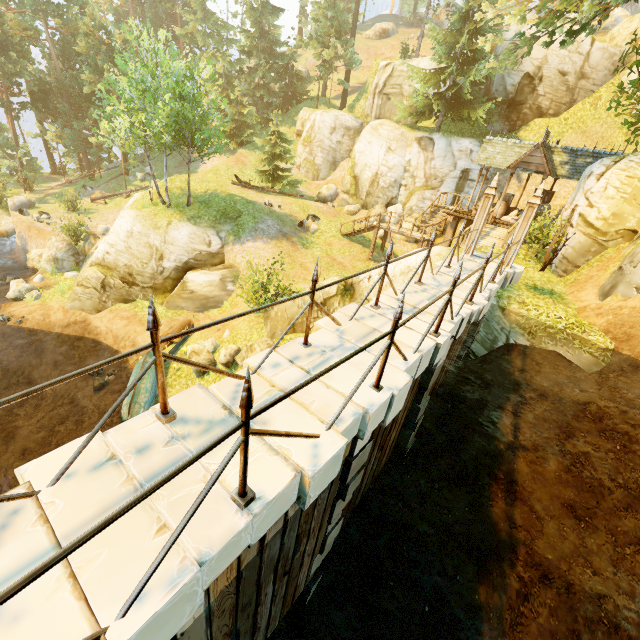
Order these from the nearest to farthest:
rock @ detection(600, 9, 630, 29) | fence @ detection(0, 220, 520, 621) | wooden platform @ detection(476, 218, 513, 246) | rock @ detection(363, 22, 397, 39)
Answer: fence @ detection(0, 220, 520, 621) → wooden platform @ detection(476, 218, 513, 246) → rock @ detection(600, 9, 630, 29) → rock @ detection(363, 22, 397, 39)

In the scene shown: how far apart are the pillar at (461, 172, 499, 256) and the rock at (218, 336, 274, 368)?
7.44m

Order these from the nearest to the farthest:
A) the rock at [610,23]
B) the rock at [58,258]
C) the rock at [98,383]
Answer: the rock at [98,383], the rock at [58,258], the rock at [610,23]

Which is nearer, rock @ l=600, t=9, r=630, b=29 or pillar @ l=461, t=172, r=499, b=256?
pillar @ l=461, t=172, r=499, b=256

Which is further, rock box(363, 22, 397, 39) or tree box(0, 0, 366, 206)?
rock box(363, 22, 397, 39)

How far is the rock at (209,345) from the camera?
14.2 meters

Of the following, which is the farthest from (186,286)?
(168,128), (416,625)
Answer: (416,625)

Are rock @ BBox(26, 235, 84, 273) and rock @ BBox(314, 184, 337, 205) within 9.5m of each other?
no
